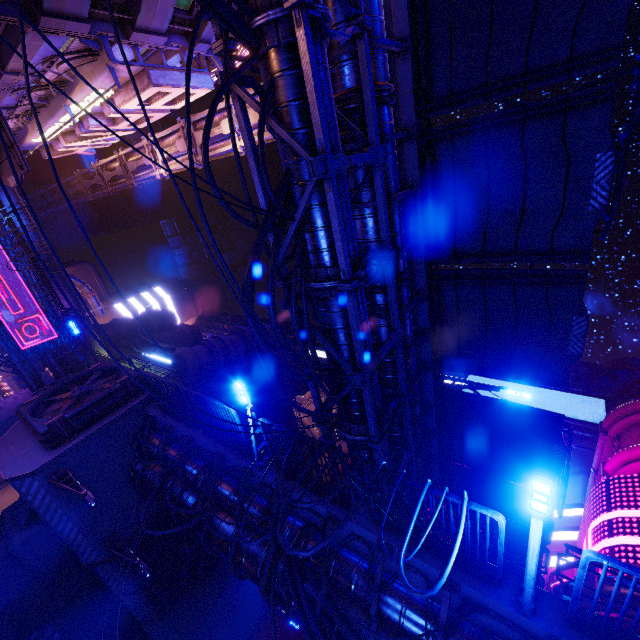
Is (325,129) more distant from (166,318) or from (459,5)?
(166,318)

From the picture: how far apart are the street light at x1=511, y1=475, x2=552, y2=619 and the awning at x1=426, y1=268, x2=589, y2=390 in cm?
615

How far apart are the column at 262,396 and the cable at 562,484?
19.6m

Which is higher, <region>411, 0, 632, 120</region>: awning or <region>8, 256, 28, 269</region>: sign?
<region>411, 0, 632, 120</region>: awning

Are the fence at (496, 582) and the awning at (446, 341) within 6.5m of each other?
yes

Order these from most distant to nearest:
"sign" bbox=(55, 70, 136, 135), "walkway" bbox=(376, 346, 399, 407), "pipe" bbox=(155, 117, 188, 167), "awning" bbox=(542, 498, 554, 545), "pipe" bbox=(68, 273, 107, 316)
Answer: Answer: "pipe" bbox=(68, 273, 107, 316), "pipe" bbox=(155, 117, 188, 167), "sign" bbox=(55, 70, 136, 135), "awning" bbox=(542, 498, 554, 545), "walkway" bbox=(376, 346, 399, 407)

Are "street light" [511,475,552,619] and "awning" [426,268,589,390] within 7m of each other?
yes

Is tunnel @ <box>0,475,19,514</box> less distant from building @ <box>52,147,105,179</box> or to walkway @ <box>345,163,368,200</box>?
walkway @ <box>345,163,368,200</box>
